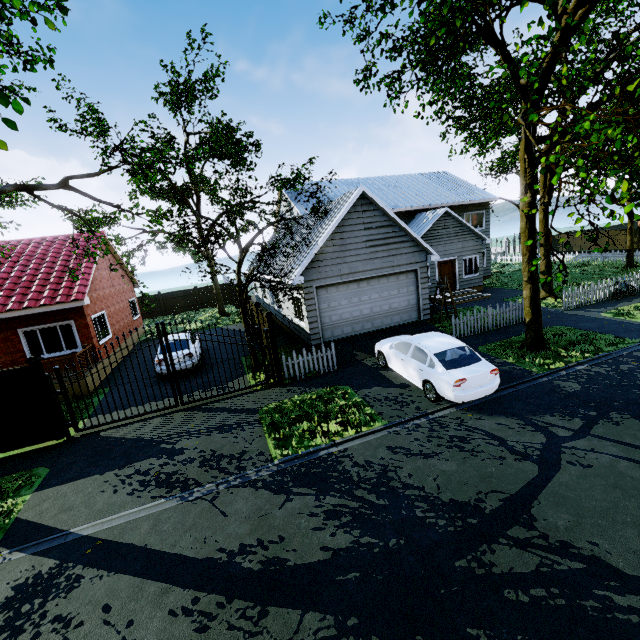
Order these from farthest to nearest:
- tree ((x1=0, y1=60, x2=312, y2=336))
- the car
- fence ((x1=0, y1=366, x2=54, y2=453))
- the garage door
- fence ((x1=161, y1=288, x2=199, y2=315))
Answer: fence ((x1=161, y1=288, x2=199, y2=315))
the garage door
tree ((x1=0, y1=60, x2=312, y2=336))
fence ((x1=0, y1=366, x2=54, y2=453))
the car

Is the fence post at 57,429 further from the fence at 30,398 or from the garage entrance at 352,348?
the garage entrance at 352,348

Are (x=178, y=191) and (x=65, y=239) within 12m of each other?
yes

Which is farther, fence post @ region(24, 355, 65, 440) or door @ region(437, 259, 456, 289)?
door @ region(437, 259, 456, 289)

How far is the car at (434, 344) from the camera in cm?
828

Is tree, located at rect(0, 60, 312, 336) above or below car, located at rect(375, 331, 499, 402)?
above

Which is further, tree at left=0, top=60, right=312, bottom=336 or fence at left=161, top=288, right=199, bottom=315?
fence at left=161, top=288, right=199, bottom=315

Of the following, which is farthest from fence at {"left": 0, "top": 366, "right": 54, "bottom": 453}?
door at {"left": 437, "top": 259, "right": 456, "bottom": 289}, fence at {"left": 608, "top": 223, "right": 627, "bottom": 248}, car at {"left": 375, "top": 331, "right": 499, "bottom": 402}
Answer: door at {"left": 437, "top": 259, "right": 456, "bottom": 289}
